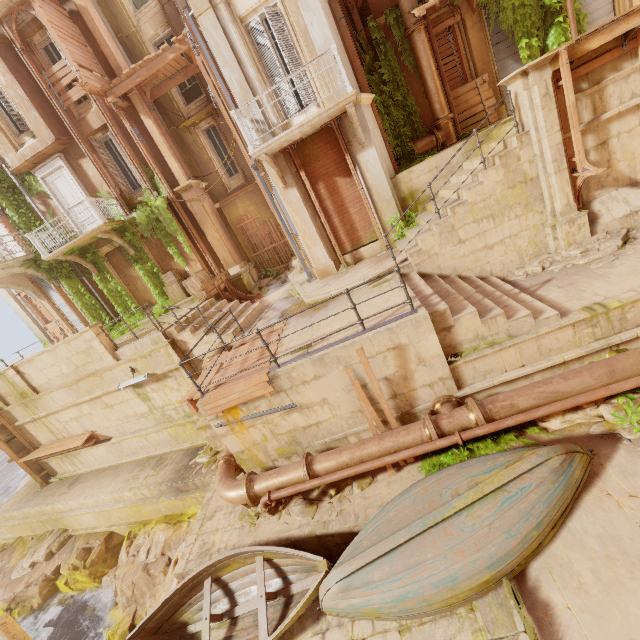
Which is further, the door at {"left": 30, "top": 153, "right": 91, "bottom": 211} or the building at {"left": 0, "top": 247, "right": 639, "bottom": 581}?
the door at {"left": 30, "top": 153, "right": 91, "bottom": 211}

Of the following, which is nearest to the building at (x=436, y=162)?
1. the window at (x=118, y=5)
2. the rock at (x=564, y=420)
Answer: the rock at (x=564, y=420)

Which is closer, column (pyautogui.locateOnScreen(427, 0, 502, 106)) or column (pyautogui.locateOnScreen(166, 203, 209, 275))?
column (pyautogui.locateOnScreen(427, 0, 502, 106))

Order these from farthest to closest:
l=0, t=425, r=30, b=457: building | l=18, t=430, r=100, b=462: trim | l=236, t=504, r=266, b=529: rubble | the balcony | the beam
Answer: l=0, t=425, r=30, b=457: building
l=18, t=430, r=100, b=462: trim
the beam
the balcony
l=236, t=504, r=266, b=529: rubble

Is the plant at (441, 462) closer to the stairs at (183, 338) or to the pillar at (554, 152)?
the pillar at (554, 152)

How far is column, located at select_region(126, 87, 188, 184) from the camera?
13.25m

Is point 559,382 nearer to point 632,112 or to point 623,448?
point 623,448

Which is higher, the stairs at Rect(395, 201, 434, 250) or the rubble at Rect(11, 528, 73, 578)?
the stairs at Rect(395, 201, 434, 250)
